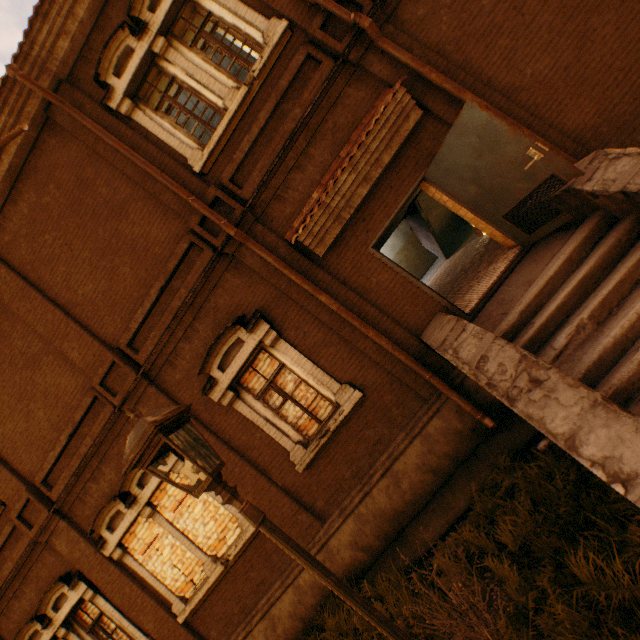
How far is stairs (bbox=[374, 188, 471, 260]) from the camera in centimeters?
1014cm

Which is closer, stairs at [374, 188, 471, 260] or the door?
the door

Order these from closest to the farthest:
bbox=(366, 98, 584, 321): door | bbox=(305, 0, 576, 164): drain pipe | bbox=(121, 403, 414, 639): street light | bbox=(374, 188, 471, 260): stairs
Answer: bbox=(121, 403, 414, 639): street light
bbox=(366, 98, 584, 321): door
bbox=(305, 0, 576, 164): drain pipe
bbox=(374, 188, 471, 260): stairs

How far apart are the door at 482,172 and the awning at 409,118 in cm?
52

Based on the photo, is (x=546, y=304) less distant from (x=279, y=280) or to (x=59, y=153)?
(x=279, y=280)

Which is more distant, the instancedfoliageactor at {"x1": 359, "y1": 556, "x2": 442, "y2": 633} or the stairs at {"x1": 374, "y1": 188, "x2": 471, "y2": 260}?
the stairs at {"x1": 374, "y1": 188, "x2": 471, "y2": 260}

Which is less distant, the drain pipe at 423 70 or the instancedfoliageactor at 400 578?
the instancedfoliageactor at 400 578

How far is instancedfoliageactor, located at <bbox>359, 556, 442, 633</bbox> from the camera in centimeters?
411cm
